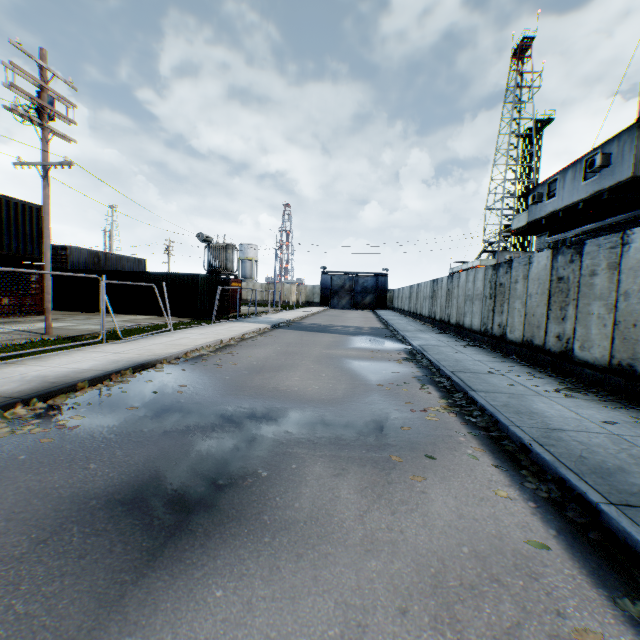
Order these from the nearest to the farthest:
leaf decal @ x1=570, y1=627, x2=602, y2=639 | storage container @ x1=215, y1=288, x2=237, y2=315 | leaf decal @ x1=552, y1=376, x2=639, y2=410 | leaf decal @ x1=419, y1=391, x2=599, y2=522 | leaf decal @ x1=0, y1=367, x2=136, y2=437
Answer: leaf decal @ x1=570, y1=627, x2=602, y2=639 → leaf decal @ x1=419, y1=391, x2=599, y2=522 → leaf decal @ x1=0, y1=367, x2=136, y2=437 → leaf decal @ x1=552, y1=376, x2=639, y2=410 → storage container @ x1=215, y1=288, x2=237, y2=315

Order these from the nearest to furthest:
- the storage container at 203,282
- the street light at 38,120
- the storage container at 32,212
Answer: the street light at 38,120 < the storage container at 32,212 < the storage container at 203,282

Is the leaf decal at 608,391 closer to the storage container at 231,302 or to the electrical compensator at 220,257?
the storage container at 231,302

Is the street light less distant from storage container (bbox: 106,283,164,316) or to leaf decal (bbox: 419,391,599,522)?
storage container (bbox: 106,283,164,316)

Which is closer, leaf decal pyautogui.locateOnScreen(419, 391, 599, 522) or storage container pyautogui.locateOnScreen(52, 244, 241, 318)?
leaf decal pyautogui.locateOnScreen(419, 391, 599, 522)

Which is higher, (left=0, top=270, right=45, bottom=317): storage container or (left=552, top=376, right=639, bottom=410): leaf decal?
(left=0, top=270, right=45, bottom=317): storage container

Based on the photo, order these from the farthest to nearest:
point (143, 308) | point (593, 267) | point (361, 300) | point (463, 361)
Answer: point (361, 300), point (143, 308), point (463, 361), point (593, 267)

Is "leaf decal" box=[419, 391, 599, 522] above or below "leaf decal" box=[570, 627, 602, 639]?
above
